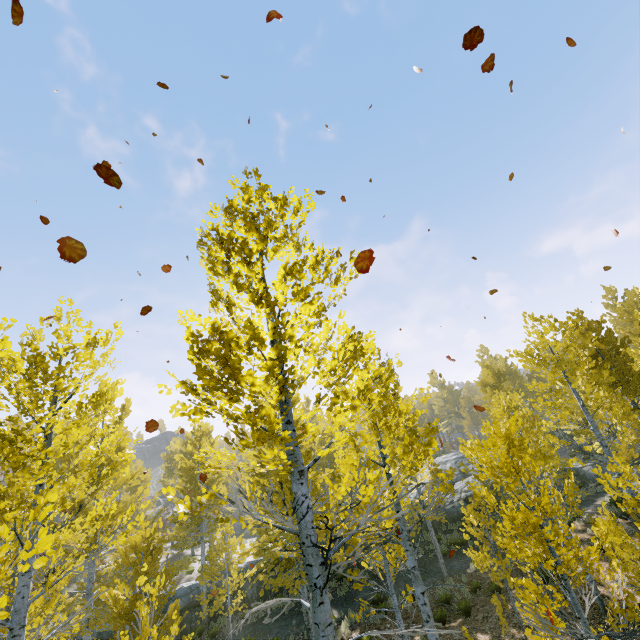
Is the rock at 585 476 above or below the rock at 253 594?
above

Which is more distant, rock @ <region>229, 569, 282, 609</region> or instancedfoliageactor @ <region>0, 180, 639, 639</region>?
rock @ <region>229, 569, 282, 609</region>

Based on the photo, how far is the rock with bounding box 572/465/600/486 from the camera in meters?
21.1 m

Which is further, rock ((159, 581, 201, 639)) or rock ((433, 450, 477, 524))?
rock ((433, 450, 477, 524))

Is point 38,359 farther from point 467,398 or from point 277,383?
point 467,398

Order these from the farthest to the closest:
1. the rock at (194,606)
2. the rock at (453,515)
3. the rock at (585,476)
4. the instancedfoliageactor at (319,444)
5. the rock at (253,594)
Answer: the rock at (585,476) < the rock at (453,515) < the rock at (253,594) < the rock at (194,606) < the instancedfoliageactor at (319,444)
